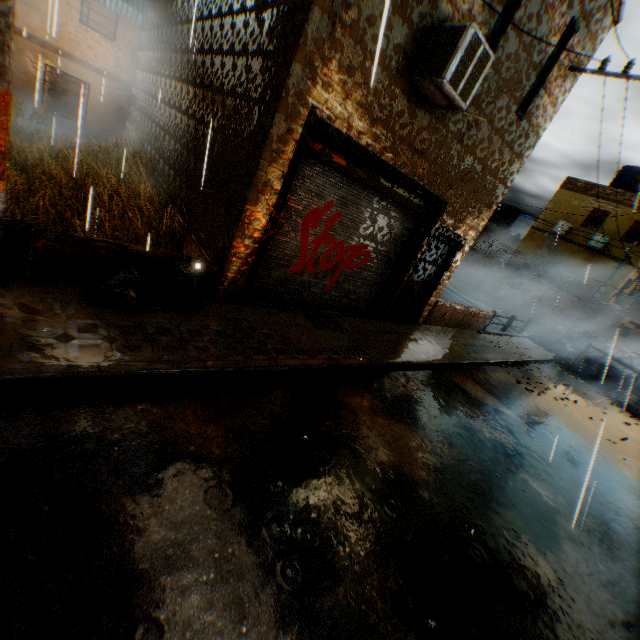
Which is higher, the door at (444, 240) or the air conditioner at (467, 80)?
the air conditioner at (467, 80)

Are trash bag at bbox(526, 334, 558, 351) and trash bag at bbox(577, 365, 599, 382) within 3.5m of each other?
yes

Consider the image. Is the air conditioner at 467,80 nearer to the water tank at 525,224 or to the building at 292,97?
the building at 292,97

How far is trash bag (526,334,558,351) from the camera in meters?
16.2 m

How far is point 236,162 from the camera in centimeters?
538cm

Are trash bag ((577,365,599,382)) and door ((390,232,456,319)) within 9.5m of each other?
no

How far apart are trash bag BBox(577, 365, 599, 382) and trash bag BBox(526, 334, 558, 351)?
1.40m

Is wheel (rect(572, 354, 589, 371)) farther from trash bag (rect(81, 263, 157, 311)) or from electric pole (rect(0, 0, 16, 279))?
electric pole (rect(0, 0, 16, 279))
